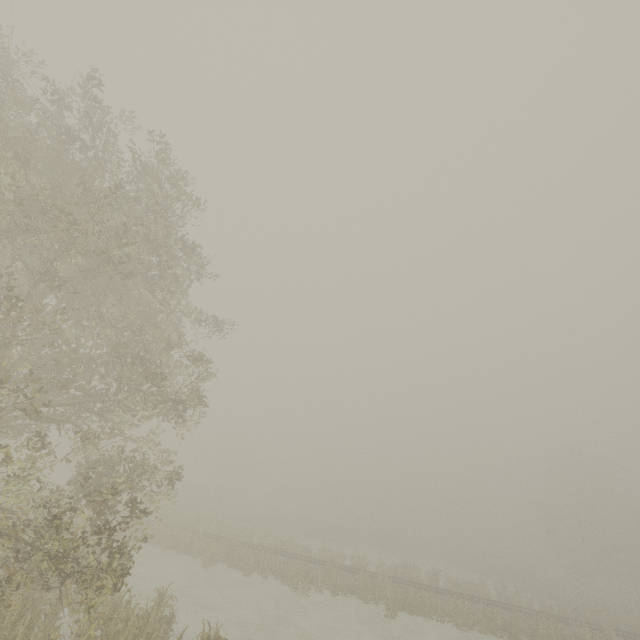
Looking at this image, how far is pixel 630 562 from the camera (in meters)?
41.03
